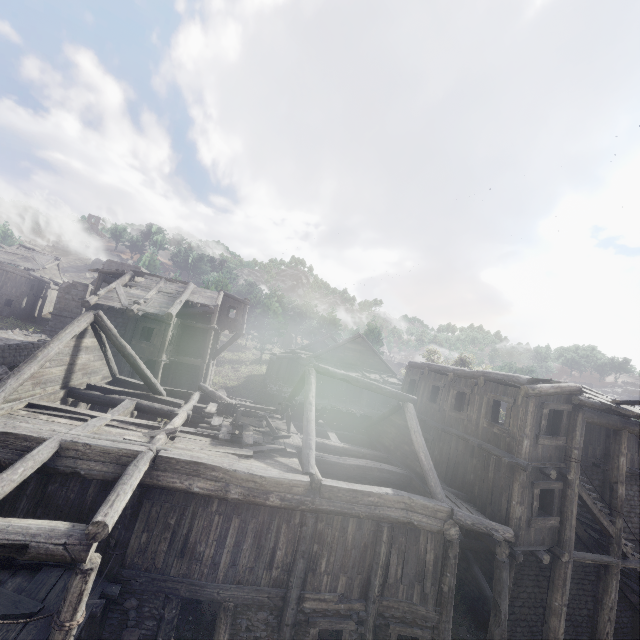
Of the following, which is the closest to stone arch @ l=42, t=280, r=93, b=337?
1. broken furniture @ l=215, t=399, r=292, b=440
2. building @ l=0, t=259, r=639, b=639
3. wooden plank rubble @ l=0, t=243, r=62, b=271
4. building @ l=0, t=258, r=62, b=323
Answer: building @ l=0, t=259, r=639, b=639

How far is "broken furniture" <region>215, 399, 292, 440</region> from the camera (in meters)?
12.29

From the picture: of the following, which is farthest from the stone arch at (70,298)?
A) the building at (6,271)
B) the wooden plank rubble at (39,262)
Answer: the wooden plank rubble at (39,262)

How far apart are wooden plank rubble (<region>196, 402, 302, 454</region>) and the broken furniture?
0.0m

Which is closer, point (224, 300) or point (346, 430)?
point (346, 430)

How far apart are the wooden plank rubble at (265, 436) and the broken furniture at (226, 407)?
0.01m

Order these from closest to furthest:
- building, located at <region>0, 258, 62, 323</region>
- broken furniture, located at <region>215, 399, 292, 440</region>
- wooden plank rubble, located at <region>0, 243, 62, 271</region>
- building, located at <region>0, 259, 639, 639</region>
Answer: building, located at <region>0, 259, 639, 639</region> → broken furniture, located at <region>215, 399, 292, 440</region> → building, located at <region>0, 258, 62, 323</region> → wooden plank rubble, located at <region>0, 243, 62, 271</region>
